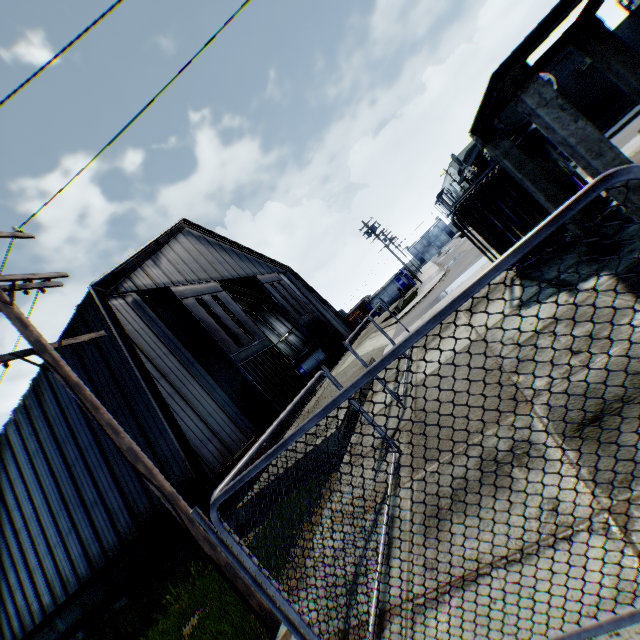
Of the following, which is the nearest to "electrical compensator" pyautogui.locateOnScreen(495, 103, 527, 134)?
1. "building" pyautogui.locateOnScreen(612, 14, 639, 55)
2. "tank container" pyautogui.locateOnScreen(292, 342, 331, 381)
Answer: "building" pyautogui.locateOnScreen(612, 14, 639, 55)

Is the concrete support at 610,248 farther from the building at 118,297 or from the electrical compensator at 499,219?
the building at 118,297

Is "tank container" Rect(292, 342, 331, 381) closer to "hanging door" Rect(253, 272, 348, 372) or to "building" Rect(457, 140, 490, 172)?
"hanging door" Rect(253, 272, 348, 372)

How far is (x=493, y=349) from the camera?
6.70m

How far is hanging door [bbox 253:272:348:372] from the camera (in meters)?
27.64

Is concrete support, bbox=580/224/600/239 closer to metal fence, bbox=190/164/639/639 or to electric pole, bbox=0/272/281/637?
metal fence, bbox=190/164/639/639

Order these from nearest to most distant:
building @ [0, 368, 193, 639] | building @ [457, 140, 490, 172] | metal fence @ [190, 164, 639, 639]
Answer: metal fence @ [190, 164, 639, 639], building @ [0, 368, 193, 639], building @ [457, 140, 490, 172]

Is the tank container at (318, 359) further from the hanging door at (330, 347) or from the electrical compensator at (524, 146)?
the electrical compensator at (524, 146)
